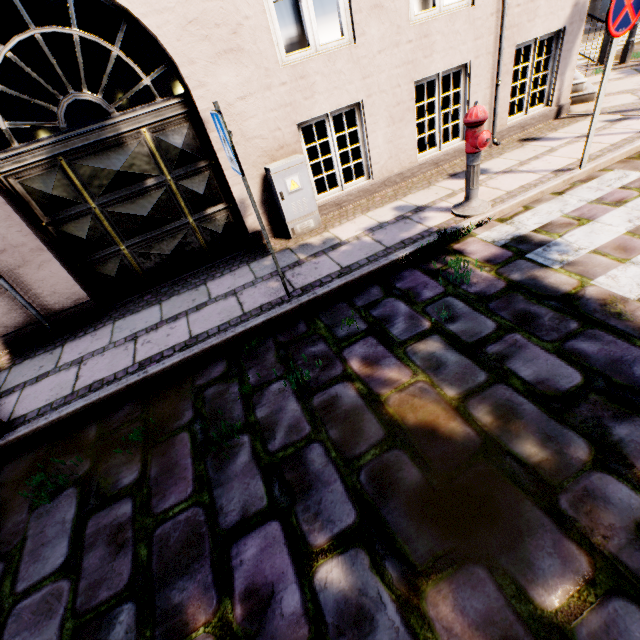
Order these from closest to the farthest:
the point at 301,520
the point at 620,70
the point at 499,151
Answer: the point at 301,520, the point at 499,151, the point at 620,70

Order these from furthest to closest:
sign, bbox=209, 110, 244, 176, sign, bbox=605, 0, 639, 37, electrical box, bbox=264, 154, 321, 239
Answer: electrical box, bbox=264, 154, 321, 239 < sign, bbox=605, 0, 639, 37 < sign, bbox=209, 110, 244, 176

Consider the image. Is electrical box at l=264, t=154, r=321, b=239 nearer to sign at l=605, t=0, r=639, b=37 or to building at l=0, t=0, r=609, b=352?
sign at l=605, t=0, r=639, b=37

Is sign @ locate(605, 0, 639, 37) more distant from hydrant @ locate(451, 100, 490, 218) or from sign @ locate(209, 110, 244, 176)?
sign @ locate(209, 110, 244, 176)

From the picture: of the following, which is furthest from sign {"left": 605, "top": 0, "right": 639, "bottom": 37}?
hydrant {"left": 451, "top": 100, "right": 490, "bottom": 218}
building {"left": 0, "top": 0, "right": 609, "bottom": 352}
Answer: building {"left": 0, "top": 0, "right": 609, "bottom": 352}

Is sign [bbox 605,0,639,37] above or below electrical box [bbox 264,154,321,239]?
above

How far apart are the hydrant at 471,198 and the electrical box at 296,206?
1.9 meters

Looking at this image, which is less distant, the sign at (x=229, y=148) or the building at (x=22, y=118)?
the sign at (x=229, y=148)
